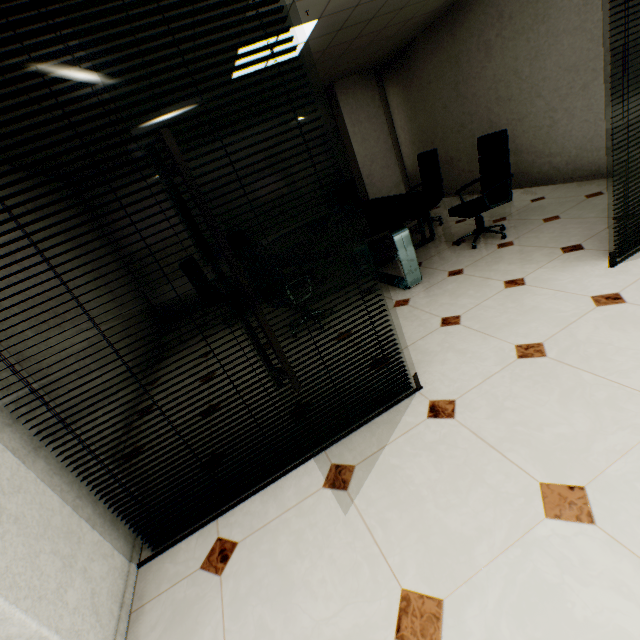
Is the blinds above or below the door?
above

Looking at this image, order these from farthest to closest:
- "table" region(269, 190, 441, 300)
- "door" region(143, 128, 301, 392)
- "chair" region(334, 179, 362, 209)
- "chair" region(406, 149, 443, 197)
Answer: "chair" region(334, 179, 362, 209) → "chair" region(406, 149, 443, 197) → "table" region(269, 190, 441, 300) → "door" region(143, 128, 301, 392)

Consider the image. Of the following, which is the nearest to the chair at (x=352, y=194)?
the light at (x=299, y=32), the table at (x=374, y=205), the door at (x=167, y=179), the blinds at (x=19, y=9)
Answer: the table at (x=374, y=205)

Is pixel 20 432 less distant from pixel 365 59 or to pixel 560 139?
pixel 560 139

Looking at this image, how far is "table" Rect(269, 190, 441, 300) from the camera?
3.50m

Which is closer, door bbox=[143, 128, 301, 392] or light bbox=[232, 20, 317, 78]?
door bbox=[143, 128, 301, 392]

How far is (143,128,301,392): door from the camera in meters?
1.0

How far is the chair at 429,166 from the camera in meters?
5.2
